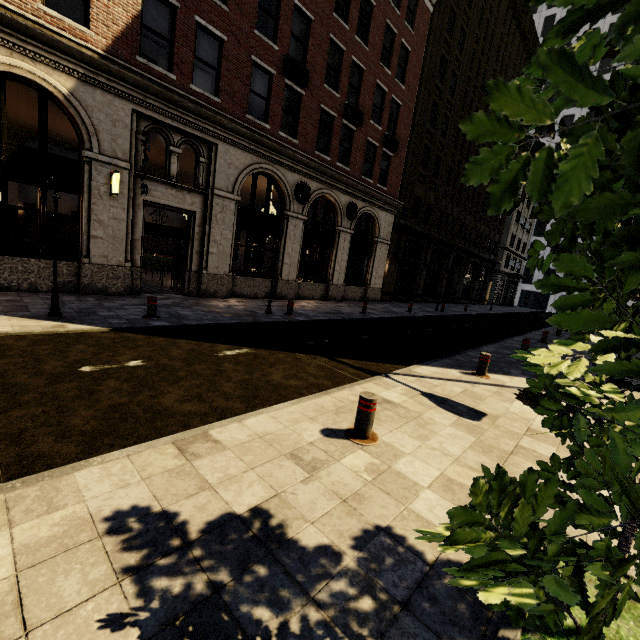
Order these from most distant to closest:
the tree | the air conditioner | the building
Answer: the air conditioner → the building → the tree

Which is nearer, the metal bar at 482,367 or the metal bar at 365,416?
the metal bar at 365,416

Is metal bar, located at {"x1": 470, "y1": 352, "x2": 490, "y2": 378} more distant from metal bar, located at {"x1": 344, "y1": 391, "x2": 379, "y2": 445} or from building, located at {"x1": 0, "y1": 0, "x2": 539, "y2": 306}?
building, located at {"x1": 0, "y1": 0, "x2": 539, "y2": 306}

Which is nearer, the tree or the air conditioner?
the tree

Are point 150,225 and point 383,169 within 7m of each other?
no

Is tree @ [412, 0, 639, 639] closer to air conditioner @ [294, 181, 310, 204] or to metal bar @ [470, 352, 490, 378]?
metal bar @ [470, 352, 490, 378]

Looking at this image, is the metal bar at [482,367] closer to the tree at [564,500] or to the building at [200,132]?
the tree at [564,500]

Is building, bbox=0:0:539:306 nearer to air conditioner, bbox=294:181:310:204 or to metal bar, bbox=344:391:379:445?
Answer: air conditioner, bbox=294:181:310:204
